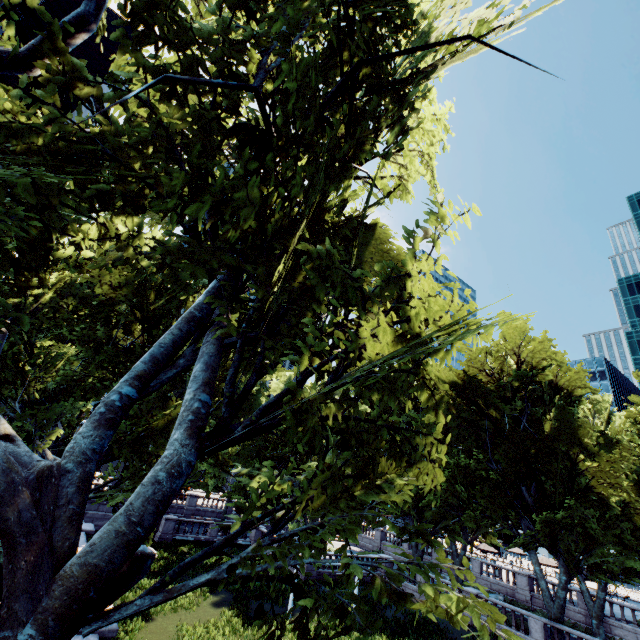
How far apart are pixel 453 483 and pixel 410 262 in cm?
2791
